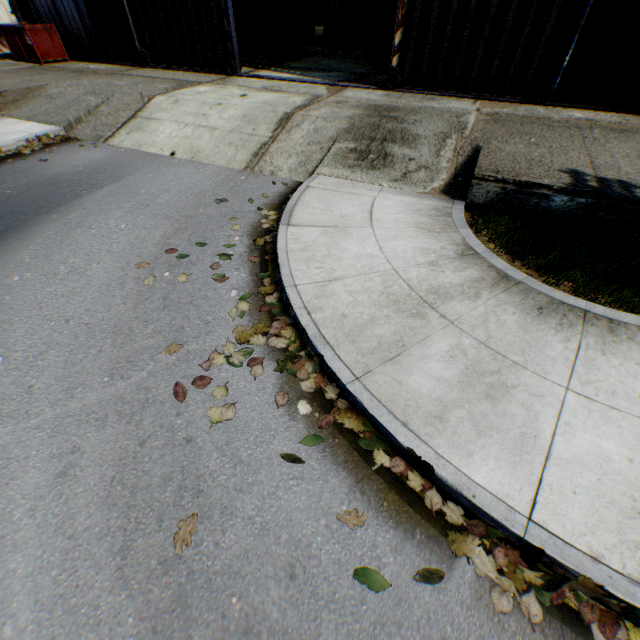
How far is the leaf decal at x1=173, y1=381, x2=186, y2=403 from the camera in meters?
3.1 m

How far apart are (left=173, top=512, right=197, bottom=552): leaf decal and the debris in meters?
25.1

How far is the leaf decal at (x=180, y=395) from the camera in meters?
3.1 m

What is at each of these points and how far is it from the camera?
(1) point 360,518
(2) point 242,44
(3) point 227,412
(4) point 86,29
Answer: (1) leaf decal, 2.4 meters
(2) trash dumpster, 16.2 meters
(3) leaf decal, 3.0 meters
(4) building, 13.3 meters

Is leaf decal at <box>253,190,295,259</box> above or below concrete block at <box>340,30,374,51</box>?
below

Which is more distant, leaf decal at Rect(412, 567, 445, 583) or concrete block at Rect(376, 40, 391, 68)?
concrete block at Rect(376, 40, 391, 68)

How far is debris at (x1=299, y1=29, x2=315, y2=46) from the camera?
19.39m
